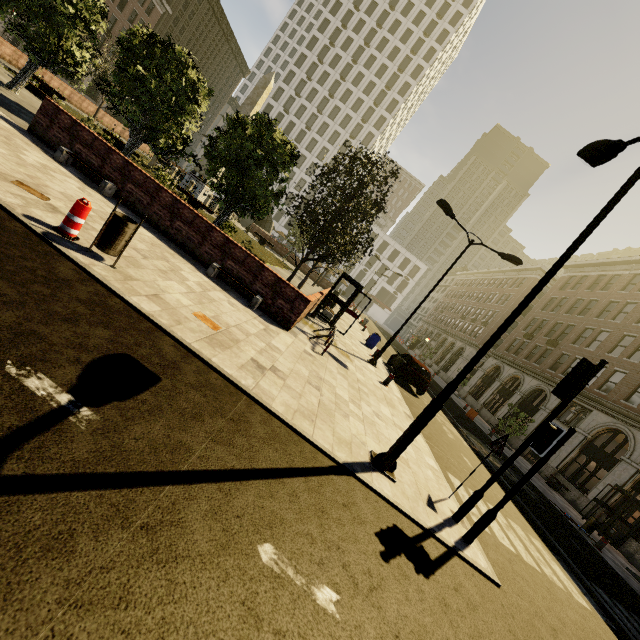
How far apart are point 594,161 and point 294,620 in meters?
9.8

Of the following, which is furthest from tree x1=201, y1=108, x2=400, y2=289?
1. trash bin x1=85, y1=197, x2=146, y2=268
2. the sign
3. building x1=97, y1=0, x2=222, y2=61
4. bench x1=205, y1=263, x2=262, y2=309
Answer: building x1=97, y1=0, x2=222, y2=61

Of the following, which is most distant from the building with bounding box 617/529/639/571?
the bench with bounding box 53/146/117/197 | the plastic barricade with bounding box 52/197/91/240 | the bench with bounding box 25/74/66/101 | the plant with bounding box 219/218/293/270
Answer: the bench with bounding box 25/74/66/101

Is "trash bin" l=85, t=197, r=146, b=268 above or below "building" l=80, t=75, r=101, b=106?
below

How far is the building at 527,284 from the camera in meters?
43.7 m

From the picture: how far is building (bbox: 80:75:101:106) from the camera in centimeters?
4860cm

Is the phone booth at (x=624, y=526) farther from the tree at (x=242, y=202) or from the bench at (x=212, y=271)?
the bench at (x=212, y=271)

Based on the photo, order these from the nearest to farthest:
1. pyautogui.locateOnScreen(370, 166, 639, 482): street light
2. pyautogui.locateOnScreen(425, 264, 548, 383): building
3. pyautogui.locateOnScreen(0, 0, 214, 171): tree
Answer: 1. pyautogui.locateOnScreen(370, 166, 639, 482): street light
2. pyautogui.locateOnScreen(0, 0, 214, 171): tree
3. pyautogui.locateOnScreen(425, 264, 548, 383): building
